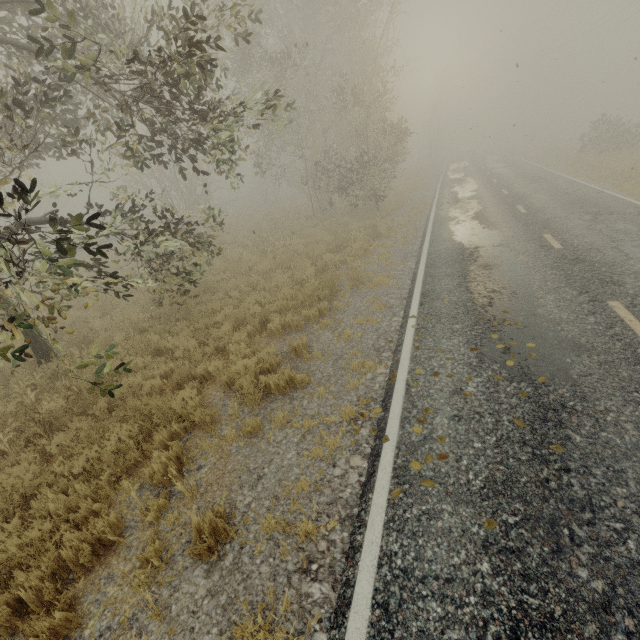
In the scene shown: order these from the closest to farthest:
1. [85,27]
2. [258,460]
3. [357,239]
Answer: [258,460], [85,27], [357,239]
